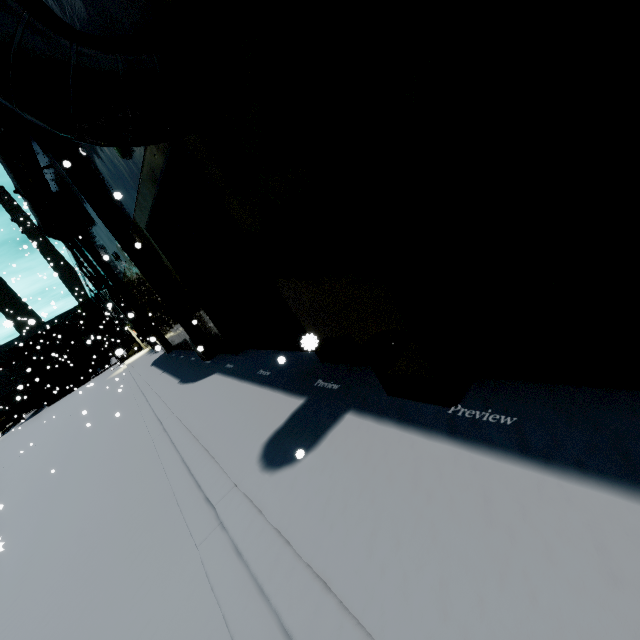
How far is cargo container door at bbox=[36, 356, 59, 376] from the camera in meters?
38.6

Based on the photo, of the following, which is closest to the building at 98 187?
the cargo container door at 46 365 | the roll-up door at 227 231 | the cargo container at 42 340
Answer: the roll-up door at 227 231

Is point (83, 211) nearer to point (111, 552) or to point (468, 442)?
point (111, 552)

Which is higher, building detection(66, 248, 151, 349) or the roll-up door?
building detection(66, 248, 151, 349)

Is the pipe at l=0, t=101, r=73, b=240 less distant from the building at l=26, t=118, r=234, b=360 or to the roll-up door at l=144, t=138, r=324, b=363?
the building at l=26, t=118, r=234, b=360

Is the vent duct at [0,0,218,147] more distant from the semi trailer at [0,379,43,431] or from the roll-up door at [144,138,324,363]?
the semi trailer at [0,379,43,431]

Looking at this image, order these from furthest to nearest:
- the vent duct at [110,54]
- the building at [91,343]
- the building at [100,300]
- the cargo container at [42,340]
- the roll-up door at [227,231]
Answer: the building at [91,343], the cargo container at [42,340], the building at [100,300], the roll-up door at [227,231], the vent duct at [110,54]

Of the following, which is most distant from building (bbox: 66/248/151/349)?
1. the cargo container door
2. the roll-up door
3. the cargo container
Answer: the cargo container door
